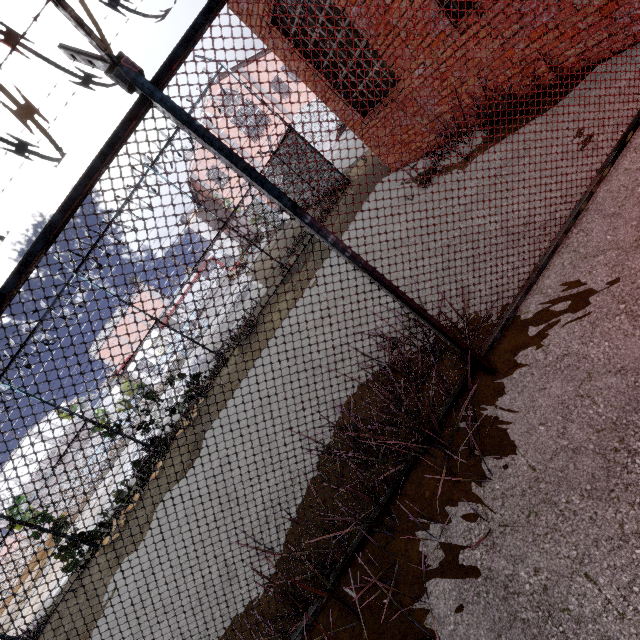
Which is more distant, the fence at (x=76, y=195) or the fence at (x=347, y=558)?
the fence at (x=347, y=558)

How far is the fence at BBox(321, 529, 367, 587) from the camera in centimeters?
241cm

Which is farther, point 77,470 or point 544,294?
point 544,294

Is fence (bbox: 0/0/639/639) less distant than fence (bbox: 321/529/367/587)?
Yes

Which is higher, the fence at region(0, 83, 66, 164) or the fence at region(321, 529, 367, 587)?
the fence at region(0, 83, 66, 164)
